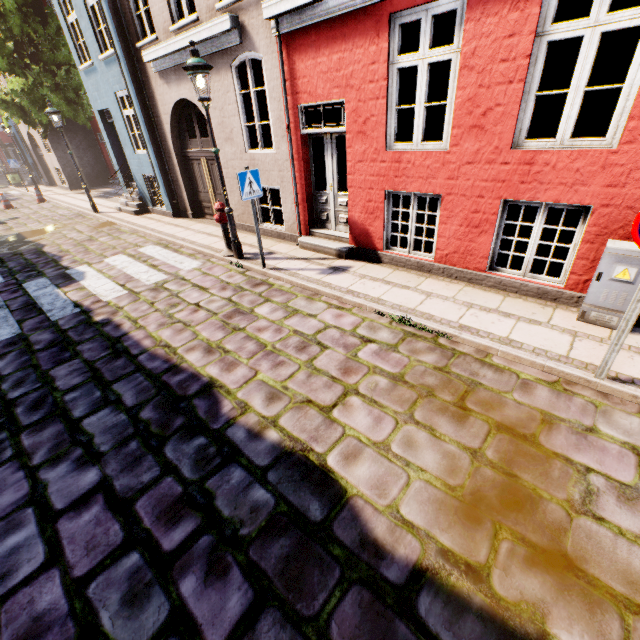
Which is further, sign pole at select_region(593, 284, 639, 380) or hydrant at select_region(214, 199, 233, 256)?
hydrant at select_region(214, 199, 233, 256)

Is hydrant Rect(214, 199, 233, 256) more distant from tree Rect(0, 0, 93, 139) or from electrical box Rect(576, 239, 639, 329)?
tree Rect(0, 0, 93, 139)

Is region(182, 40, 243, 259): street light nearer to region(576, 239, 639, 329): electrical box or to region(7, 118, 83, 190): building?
region(7, 118, 83, 190): building

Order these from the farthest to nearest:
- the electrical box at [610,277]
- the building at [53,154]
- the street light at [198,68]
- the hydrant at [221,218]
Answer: the building at [53,154] → the hydrant at [221,218] → the street light at [198,68] → the electrical box at [610,277]

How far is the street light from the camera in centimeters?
549cm

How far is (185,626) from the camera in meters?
2.1 m

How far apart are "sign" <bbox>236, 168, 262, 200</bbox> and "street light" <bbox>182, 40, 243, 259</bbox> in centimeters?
99cm

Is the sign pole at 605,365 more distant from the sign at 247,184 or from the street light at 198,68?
the street light at 198,68
